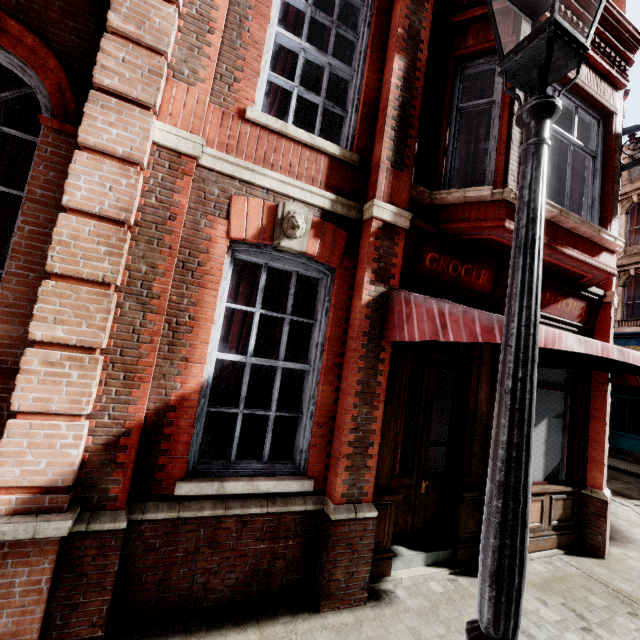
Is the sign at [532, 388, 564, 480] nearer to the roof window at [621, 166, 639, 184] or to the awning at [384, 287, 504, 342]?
the awning at [384, 287, 504, 342]

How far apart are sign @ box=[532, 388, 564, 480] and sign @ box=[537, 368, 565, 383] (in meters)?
0.13

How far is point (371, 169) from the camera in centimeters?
409cm

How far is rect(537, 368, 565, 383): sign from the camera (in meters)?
5.52

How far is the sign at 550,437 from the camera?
5.41m

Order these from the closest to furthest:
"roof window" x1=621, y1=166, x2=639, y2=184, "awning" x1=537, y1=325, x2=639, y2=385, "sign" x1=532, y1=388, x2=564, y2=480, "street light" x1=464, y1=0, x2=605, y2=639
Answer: "street light" x1=464, y1=0, x2=605, y2=639 < "awning" x1=537, y1=325, x2=639, y2=385 < "sign" x1=532, y1=388, x2=564, y2=480 < "roof window" x1=621, y1=166, x2=639, y2=184

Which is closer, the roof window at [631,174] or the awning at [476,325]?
the awning at [476,325]
